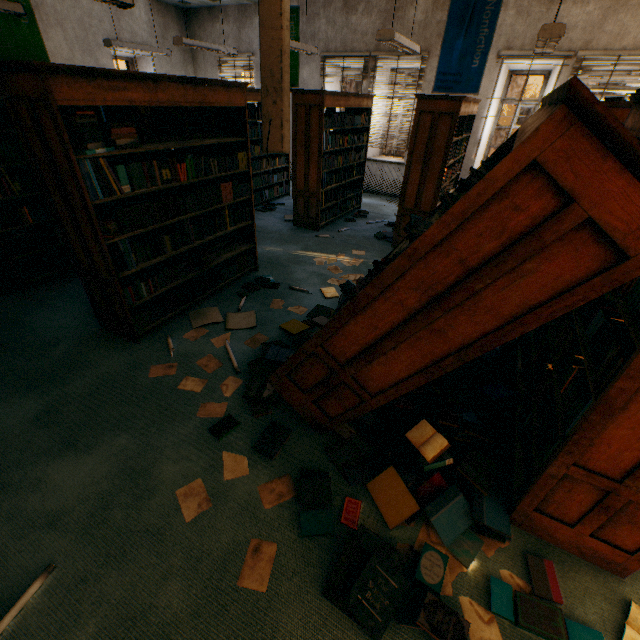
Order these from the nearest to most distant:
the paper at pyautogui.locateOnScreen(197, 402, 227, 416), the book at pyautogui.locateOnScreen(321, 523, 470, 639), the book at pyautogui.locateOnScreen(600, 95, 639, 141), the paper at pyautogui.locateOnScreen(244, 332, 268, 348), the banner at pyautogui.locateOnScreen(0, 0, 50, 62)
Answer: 1. the book at pyautogui.locateOnScreen(321, 523, 470, 639)
2. the book at pyautogui.locateOnScreen(600, 95, 639, 141)
3. the paper at pyautogui.locateOnScreen(197, 402, 227, 416)
4. the paper at pyautogui.locateOnScreen(244, 332, 268, 348)
5. the banner at pyautogui.locateOnScreen(0, 0, 50, 62)

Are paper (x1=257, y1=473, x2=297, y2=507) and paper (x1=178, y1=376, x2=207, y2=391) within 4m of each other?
yes

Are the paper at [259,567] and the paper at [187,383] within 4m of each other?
yes

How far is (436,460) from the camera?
2.1 meters

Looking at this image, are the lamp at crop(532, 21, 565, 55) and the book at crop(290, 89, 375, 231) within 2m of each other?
no

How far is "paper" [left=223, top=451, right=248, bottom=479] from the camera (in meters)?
2.16

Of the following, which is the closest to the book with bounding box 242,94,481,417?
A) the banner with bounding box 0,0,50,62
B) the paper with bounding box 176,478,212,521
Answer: the paper with bounding box 176,478,212,521

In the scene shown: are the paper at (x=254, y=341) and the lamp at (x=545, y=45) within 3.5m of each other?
no
